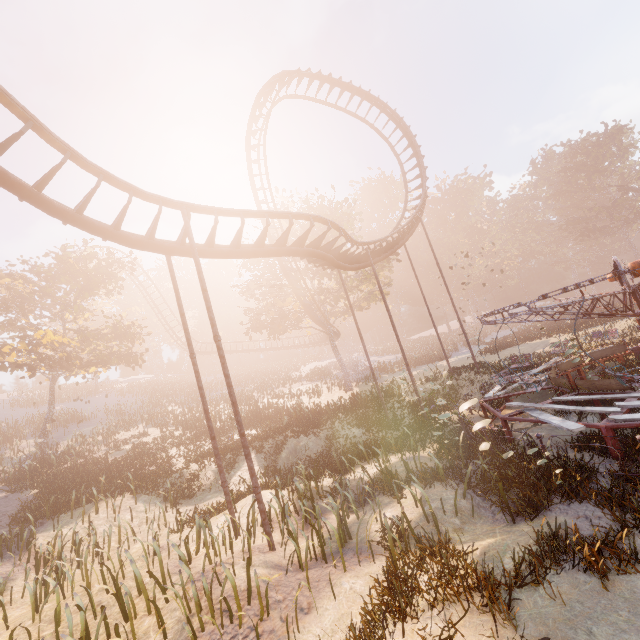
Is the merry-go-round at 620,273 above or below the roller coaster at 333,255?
below

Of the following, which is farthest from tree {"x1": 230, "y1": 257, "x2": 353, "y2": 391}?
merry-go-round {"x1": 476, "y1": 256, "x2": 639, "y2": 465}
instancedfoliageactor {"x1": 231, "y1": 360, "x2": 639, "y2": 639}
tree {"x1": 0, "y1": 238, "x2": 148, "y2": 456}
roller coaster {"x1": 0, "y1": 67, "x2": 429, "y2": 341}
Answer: instancedfoliageactor {"x1": 231, "y1": 360, "x2": 639, "y2": 639}

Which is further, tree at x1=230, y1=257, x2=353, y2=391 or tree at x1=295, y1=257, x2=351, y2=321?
tree at x1=230, y1=257, x2=353, y2=391

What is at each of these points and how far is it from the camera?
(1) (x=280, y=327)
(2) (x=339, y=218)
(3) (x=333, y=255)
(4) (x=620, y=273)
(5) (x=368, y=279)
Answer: (1) tree, 28.4m
(2) tree, 32.5m
(3) roller coaster, 14.8m
(4) merry-go-round, 8.3m
(5) tree, 32.8m

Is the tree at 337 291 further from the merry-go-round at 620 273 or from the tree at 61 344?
the merry-go-round at 620 273

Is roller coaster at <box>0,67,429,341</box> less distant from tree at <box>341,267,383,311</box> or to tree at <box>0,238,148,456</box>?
tree at <box>341,267,383,311</box>
